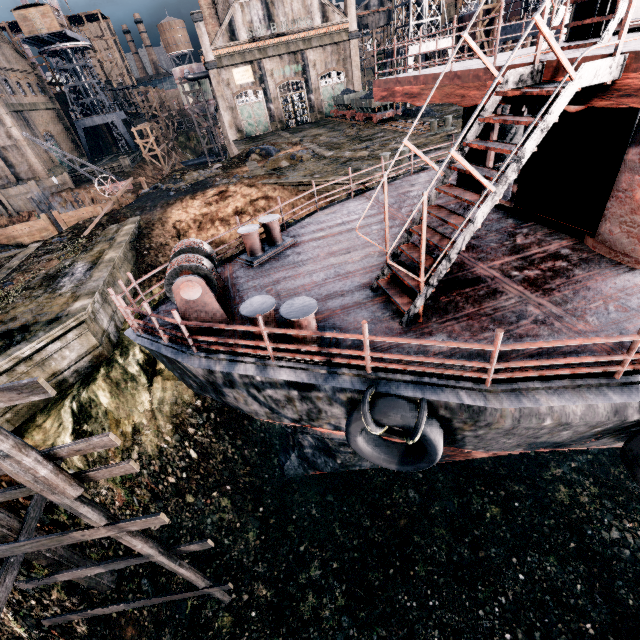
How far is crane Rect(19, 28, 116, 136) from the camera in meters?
51.1 m

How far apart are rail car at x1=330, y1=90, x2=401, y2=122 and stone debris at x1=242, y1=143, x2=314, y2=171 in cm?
1176

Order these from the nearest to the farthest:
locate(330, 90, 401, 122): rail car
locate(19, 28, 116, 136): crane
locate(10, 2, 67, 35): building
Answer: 1. locate(330, 90, 401, 122): rail car
2. locate(10, 2, 67, 35): building
3. locate(19, 28, 116, 136): crane

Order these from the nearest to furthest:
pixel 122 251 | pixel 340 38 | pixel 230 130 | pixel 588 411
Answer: pixel 588 411, pixel 122 251, pixel 340 38, pixel 230 130

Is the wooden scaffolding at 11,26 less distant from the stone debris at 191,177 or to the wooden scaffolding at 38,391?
the stone debris at 191,177

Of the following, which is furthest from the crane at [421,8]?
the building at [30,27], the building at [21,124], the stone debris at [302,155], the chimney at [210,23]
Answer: the building at [21,124]

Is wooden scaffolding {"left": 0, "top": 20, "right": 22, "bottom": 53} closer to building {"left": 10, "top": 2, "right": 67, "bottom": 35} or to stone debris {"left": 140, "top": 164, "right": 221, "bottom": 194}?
building {"left": 10, "top": 2, "right": 67, "bottom": 35}

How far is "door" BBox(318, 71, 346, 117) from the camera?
45.00m
